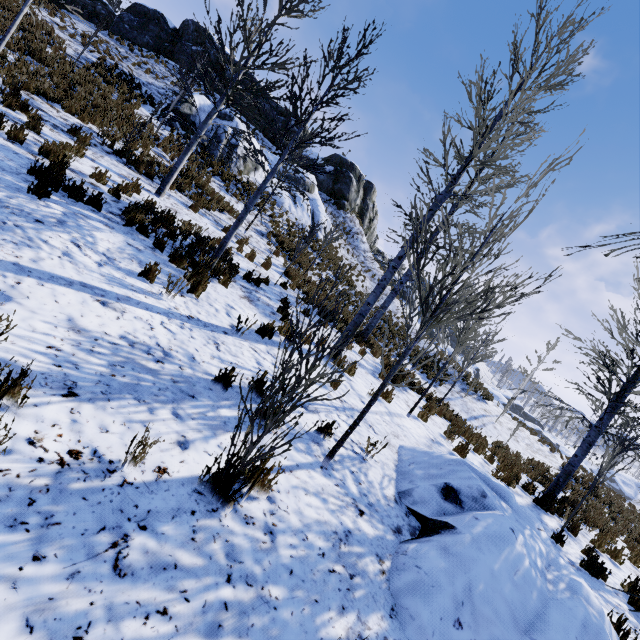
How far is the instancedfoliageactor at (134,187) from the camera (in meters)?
7.15

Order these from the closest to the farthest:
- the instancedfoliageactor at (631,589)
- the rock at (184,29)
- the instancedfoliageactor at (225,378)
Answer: the instancedfoliageactor at (631,589) → the instancedfoliageactor at (225,378) → the rock at (184,29)

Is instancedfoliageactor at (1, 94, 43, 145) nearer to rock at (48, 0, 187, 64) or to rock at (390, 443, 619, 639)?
rock at (390, 443, 619, 639)

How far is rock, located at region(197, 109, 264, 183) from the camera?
17.1m

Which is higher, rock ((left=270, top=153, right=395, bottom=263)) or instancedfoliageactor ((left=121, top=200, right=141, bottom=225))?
rock ((left=270, top=153, right=395, bottom=263))

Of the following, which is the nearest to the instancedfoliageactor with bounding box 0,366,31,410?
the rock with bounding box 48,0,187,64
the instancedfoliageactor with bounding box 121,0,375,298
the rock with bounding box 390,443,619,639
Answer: the rock with bounding box 390,443,619,639

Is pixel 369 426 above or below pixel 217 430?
above

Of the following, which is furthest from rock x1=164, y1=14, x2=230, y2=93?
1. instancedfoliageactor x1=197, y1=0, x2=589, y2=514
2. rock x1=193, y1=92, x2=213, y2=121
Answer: instancedfoliageactor x1=197, y1=0, x2=589, y2=514
